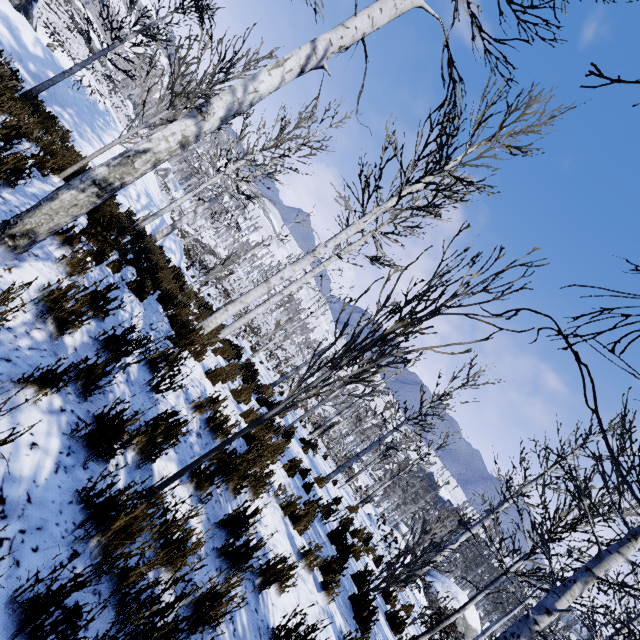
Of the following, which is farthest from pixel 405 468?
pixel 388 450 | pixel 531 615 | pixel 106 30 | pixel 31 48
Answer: pixel 31 48

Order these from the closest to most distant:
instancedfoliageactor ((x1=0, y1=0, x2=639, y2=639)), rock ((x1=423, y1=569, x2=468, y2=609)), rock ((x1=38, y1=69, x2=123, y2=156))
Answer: instancedfoliageactor ((x1=0, y1=0, x2=639, y2=639)) < rock ((x1=38, y1=69, x2=123, y2=156)) < rock ((x1=423, y1=569, x2=468, y2=609))

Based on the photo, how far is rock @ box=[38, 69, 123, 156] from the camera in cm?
1102

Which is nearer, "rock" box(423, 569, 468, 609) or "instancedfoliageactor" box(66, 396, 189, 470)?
"instancedfoliageactor" box(66, 396, 189, 470)

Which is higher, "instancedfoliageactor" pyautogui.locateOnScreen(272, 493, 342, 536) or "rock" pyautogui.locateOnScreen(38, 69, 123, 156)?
"instancedfoliageactor" pyautogui.locateOnScreen(272, 493, 342, 536)

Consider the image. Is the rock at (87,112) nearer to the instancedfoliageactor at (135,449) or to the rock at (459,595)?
the instancedfoliageactor at (135,449)

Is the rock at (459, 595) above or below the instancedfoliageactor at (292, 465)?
below

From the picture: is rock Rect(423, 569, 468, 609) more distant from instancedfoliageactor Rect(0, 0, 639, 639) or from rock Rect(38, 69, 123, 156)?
rock Rect(38, 69, 123, 156)
